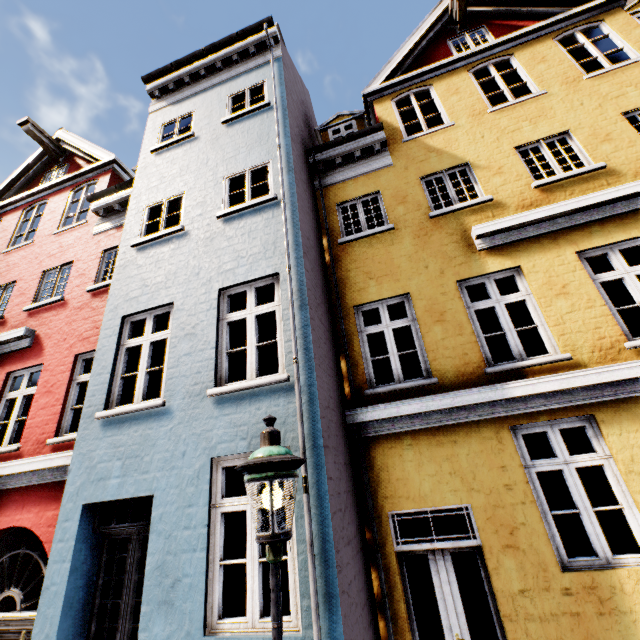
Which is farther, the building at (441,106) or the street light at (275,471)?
the building at (441,106)

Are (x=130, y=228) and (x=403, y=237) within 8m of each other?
yes

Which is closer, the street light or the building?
the street light
